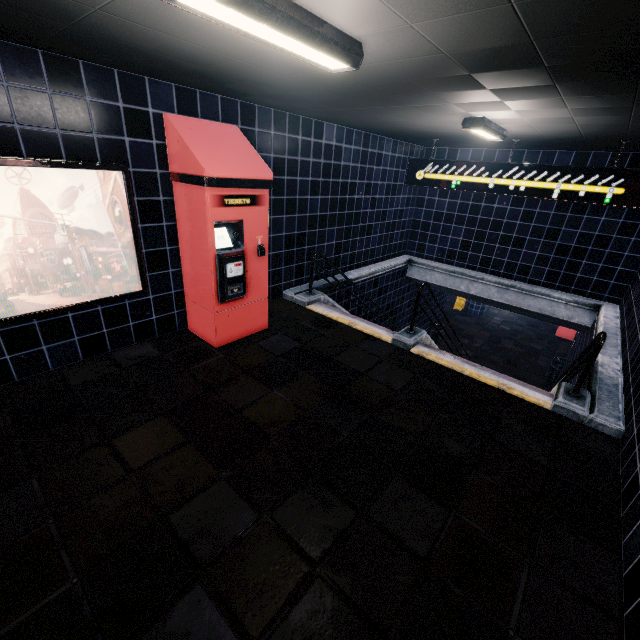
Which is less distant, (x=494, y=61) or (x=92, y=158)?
(x=494, y=61)
